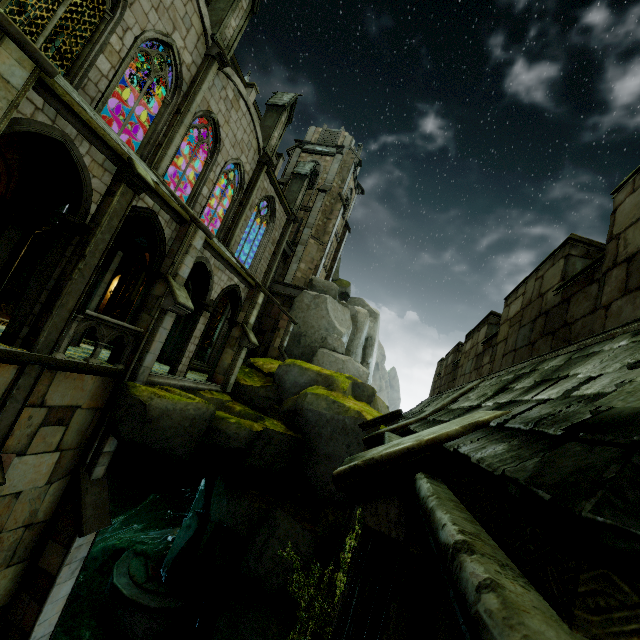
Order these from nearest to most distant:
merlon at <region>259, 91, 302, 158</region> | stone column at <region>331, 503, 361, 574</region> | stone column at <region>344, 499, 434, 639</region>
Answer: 1. stone column at <region>344, 499, 434, 639</region>
2. stone column at <region>331, 503, 361, 574</region>
3. merlon at <region>259, 91, 302, 158</region>

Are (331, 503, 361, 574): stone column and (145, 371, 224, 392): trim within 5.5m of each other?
no

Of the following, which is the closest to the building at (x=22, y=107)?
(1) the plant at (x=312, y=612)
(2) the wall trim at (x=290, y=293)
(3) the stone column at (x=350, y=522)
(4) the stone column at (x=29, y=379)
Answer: (4) the stone column at (x=29, y=379)

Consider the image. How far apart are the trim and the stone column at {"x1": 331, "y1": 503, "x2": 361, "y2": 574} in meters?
7.3

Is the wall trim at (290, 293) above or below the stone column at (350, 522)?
above

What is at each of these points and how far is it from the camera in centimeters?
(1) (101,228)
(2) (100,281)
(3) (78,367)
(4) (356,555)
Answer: (1) stone column, 808cm
(2) building, 1135cm
(3) wall trim, 841cm
(4) stone column, 573cm

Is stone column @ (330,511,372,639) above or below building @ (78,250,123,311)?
below

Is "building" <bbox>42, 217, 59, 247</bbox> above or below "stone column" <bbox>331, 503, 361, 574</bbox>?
above
